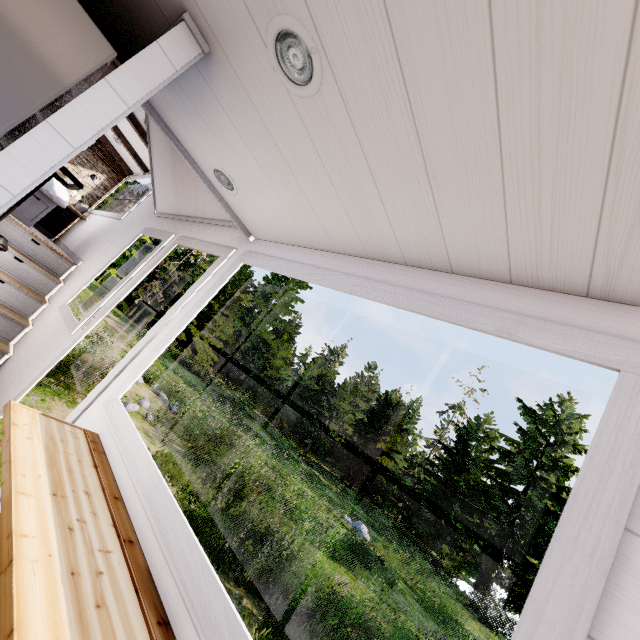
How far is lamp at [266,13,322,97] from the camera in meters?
0.9

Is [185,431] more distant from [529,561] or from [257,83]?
[529,561]

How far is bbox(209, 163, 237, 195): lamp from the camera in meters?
1.8 m

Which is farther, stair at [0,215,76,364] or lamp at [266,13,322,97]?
stair at [0,215,76,364]

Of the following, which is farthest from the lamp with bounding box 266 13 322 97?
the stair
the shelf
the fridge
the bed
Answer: the bed

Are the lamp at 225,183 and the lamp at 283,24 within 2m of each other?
yes

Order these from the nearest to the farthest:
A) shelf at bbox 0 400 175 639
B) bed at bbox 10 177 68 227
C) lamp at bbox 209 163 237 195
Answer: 1. shelf at bbox 0 400 175 639
2. lamp at bbox 209 163 237 195
3. bed at bbox 10 177 68 227

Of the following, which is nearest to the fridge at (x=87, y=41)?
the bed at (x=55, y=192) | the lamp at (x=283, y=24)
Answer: the lamp at (x=283, y=24)
